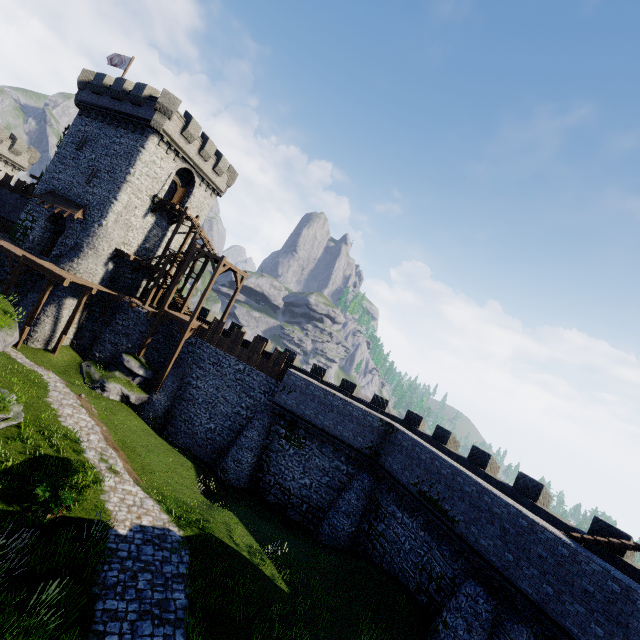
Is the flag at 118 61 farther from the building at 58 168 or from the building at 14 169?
the building at 14 169

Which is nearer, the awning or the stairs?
the stairs

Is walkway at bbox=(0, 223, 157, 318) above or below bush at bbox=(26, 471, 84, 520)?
above

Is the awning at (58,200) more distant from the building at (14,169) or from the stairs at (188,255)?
the building at (14,169)

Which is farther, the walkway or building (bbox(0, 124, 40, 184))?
building (bbox(0, 124, 40, 184))

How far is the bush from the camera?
10.6 meters

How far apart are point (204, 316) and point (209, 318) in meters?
0.5

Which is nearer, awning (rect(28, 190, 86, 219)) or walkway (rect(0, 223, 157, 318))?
walkway (rect(0, 223, 157, 318))
